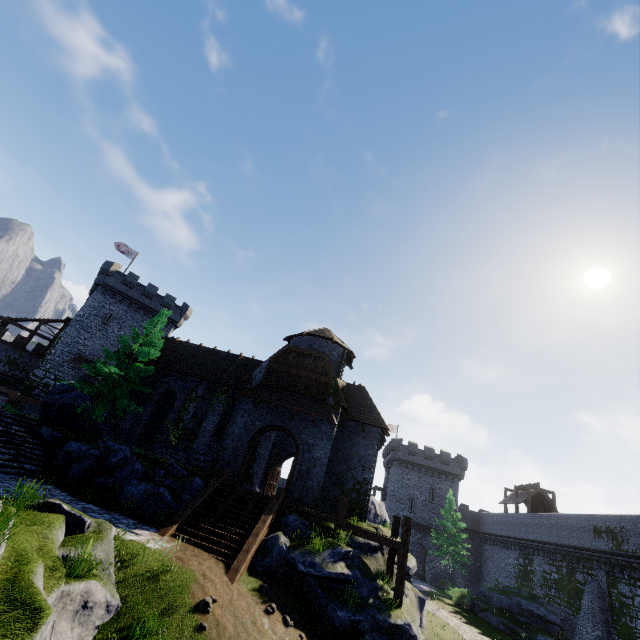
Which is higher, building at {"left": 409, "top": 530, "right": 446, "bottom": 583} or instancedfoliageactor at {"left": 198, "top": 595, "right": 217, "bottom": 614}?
building at {"left": 409, "top": 530, "right": 446, "bottom": 583}

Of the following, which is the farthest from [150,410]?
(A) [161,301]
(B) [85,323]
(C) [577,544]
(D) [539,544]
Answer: (D) [539,544]

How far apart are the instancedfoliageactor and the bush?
33.20m

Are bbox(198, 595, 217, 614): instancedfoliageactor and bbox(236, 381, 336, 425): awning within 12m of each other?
yes

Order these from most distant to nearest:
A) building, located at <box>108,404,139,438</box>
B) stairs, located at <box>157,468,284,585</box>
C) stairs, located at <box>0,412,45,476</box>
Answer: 1. building, located at <box>108,404,139,438</box>
2. stairs, located at <box>0,412,45,476</box>
3. stairs, located at <box>157,468,284,585</box>

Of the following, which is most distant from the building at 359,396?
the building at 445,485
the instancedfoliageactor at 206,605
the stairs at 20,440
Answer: the building at 445,485

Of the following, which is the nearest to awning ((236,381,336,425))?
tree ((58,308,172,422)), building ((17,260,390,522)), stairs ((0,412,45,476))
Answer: building ((17,260,390,522))

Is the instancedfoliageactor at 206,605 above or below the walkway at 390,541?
below
